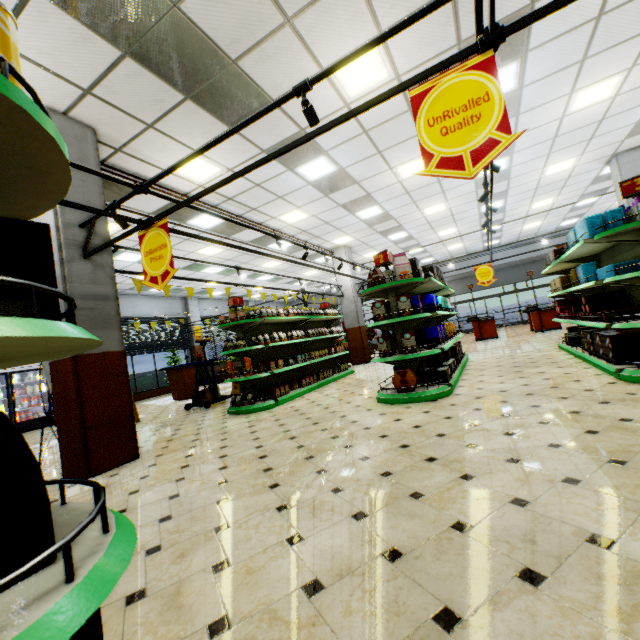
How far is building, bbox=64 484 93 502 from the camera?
3.3 meters

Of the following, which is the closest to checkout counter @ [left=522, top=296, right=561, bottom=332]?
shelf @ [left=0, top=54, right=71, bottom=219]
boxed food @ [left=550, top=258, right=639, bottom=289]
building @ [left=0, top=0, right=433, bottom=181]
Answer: building @ [left=0, top=0, right=433, bottom=181]

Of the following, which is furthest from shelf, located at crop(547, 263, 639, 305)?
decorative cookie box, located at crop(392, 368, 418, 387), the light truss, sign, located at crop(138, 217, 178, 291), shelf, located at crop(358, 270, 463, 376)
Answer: sign, located at crop(138, 217, 178, 291)

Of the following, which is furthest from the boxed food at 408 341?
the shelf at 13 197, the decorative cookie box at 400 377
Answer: the shelf at 13 197

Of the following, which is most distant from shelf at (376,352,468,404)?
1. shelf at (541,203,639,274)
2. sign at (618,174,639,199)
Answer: sign at (618,174,639,199)

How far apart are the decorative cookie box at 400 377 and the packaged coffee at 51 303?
4.7 meters

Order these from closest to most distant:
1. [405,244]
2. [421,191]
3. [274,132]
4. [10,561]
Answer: [10,561], [274,132], [421,191], [405,244]

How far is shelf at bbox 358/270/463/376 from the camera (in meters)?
5.11
